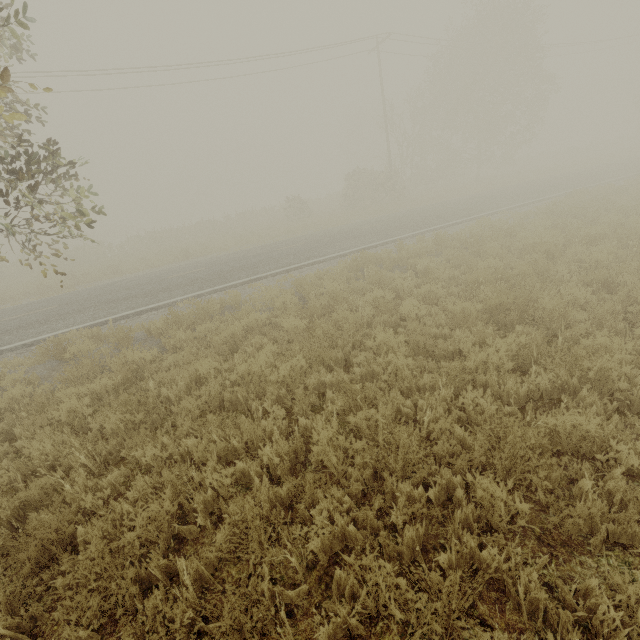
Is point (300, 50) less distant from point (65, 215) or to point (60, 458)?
point (65, 215)
